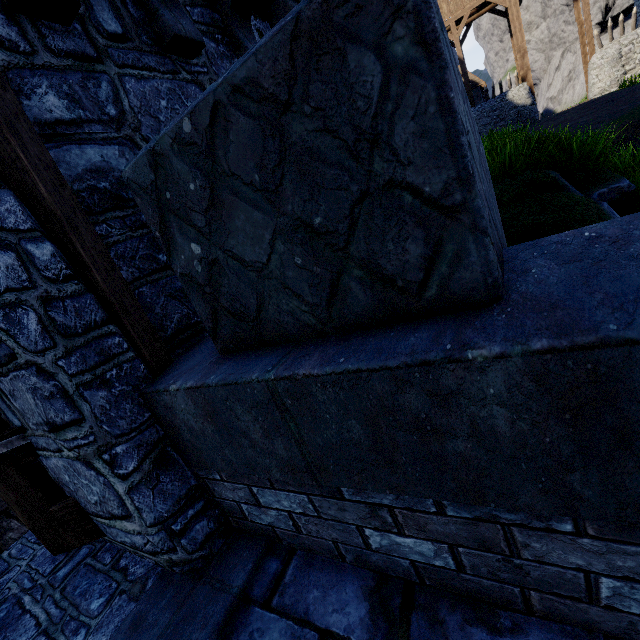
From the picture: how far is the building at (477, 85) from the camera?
34.2 meters

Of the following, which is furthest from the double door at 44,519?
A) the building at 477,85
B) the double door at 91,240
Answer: the building at 477,85

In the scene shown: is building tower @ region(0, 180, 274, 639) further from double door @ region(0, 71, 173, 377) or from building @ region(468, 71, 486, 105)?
building @ region(468, 71, 486, 105)

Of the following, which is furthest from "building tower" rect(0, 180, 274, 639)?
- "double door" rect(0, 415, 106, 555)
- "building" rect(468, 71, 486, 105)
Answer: "building" rect(468, 71, 486, 105)

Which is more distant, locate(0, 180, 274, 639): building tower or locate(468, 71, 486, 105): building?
locate(468, 71, 486, 105): building

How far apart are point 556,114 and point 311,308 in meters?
30.1

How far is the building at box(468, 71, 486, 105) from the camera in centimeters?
3417cm

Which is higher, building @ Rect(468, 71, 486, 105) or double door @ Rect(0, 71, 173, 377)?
building @ Rect(468, 71, 486, 105)
